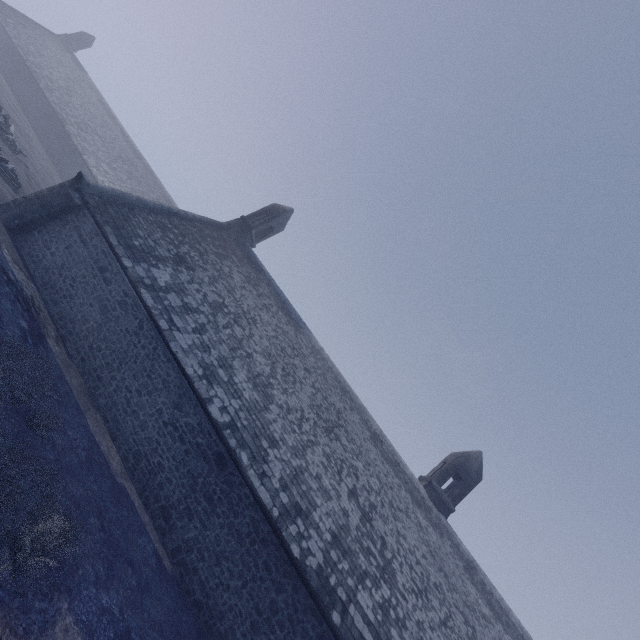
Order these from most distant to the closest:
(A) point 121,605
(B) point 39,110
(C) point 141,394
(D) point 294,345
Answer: (B) point 39,110 → (D) point 294,345 → (C) point 141,394 → (A) point 121,605
